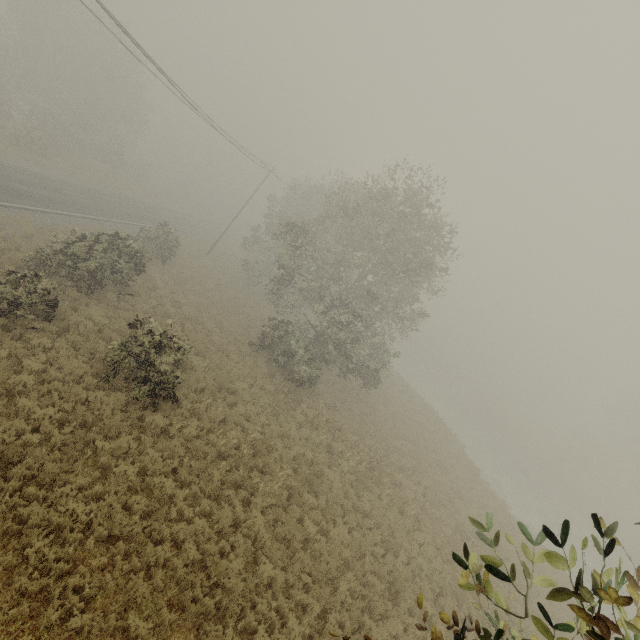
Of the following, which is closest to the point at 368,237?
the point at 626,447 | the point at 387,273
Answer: the point at 387,273
